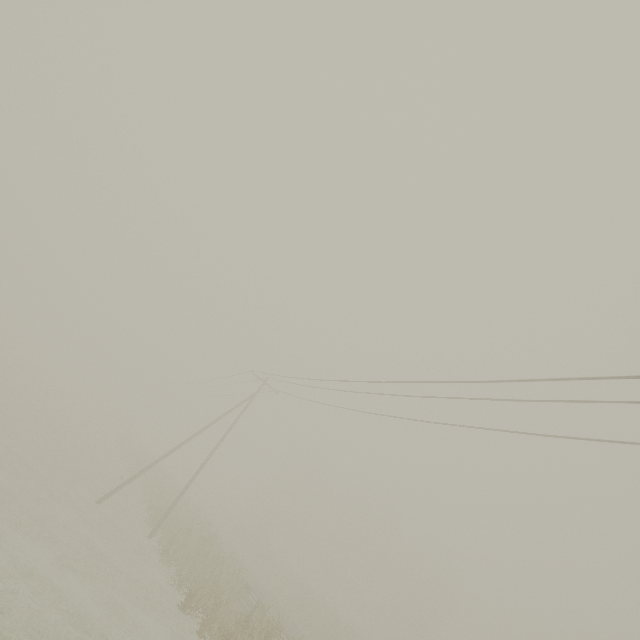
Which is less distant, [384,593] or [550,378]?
[550,378]

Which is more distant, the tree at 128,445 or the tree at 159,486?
the tree at 128,445

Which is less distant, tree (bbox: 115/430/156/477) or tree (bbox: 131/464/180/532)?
tree (bbox: 131/464/180/532)

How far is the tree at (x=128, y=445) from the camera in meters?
34.8

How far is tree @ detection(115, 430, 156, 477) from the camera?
34.75m

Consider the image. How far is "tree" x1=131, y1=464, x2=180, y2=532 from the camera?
22.52m
